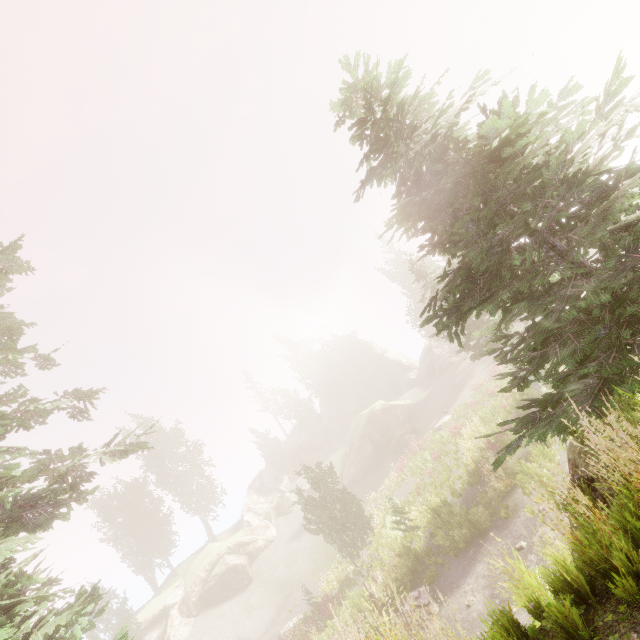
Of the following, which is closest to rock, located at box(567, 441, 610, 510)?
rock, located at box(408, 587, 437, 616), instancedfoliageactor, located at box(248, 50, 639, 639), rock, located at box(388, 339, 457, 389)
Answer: instancedfoliageactor, located at box(248, 50, 639, 639)

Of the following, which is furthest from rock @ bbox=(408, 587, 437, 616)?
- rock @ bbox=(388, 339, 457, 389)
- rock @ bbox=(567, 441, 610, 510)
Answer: rock @ bbox=(388, 339, 457, 389)

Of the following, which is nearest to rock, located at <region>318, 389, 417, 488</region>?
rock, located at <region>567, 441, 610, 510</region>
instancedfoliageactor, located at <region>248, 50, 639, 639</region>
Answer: instancedfoliageactor, located at <region>248, 50, 639, 639</region>

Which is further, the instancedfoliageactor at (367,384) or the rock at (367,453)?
the instancedfoliageactor at (367,384)

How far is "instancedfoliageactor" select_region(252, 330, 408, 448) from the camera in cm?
5466

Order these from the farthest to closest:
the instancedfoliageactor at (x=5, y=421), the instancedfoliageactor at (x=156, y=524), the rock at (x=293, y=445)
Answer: the rock at (x=293, y=445)
the instancedfoliageactor at (x=5, y=421)
the instancedfoliageactor at (x=156, y=524)

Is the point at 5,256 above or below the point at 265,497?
above

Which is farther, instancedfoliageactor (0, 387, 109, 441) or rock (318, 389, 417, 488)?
rock (318, 389, 417, 488)
